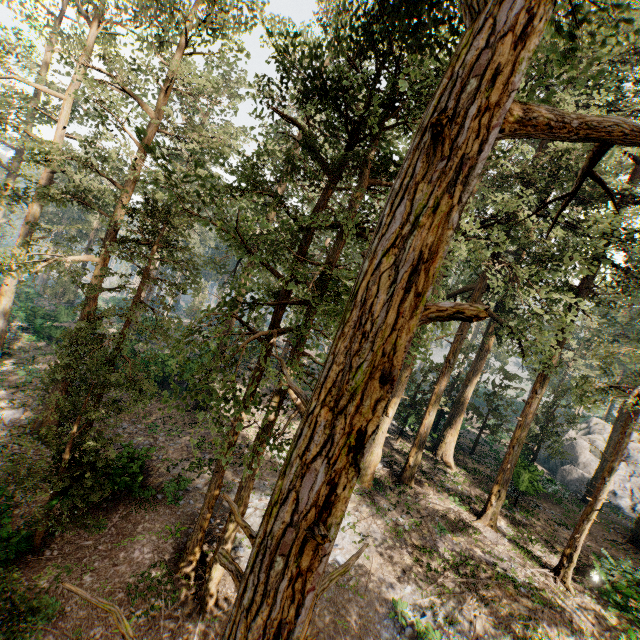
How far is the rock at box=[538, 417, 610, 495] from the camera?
33.56m

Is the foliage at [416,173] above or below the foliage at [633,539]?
above

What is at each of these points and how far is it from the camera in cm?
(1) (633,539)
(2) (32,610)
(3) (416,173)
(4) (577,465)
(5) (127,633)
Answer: (1) foliage, 2128
(2) foliage, 555
(3) foliage, 254
(4) rock, 3566
(5) foliage, 250

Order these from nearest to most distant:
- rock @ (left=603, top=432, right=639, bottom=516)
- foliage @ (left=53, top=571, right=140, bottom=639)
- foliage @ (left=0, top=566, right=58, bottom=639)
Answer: foliage @ (left=53, top=571, right=140, bottom=639) < foliage @ (left=0, top=566, right=58, bottom=639) < rock @ (left=603, top=432, right=639, bottom=516)

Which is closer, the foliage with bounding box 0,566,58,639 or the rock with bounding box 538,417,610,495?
the foliage with bounding box 0,566,58,639

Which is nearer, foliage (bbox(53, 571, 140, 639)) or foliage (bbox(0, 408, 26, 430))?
foliage (bbox(53, 571, 140, 639))

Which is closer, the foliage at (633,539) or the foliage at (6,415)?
the foliage at (6,415)
